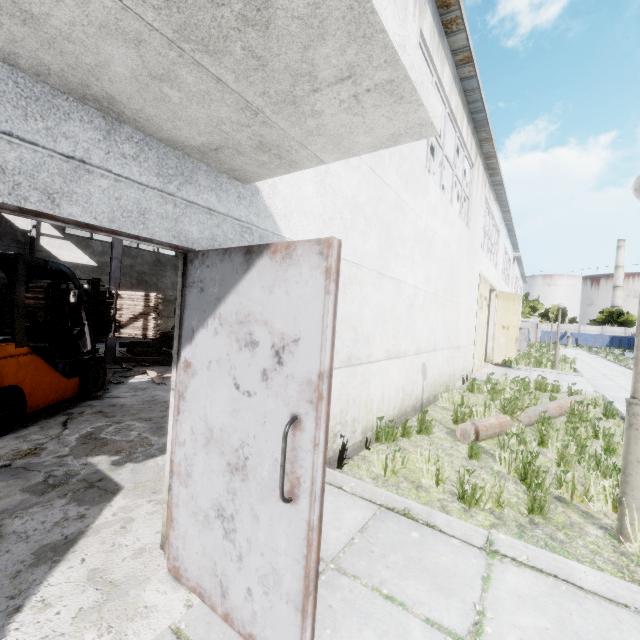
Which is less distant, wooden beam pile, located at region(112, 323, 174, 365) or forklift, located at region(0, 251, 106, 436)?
forklift, located at region(0, 251, 106, 436)

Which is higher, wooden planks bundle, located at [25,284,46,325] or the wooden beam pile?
wooden planks bundle, located at [25,284,46,325]

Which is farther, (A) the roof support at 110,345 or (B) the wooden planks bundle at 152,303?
(A) the roof support at 110,345

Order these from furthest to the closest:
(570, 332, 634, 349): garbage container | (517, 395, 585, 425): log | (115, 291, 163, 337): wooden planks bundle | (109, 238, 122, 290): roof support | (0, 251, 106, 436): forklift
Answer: (570, 332, 634, 349): garbage container, (109, 238, 122, 290): roof support, (115, 291, 163, 337): wooden planks bundle, (517, 395, 585, 425): log, (0, 251, 106, 436): forklift

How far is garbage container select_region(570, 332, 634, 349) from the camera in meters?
47.3

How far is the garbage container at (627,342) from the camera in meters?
47.3 m

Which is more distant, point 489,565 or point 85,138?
point 489,565

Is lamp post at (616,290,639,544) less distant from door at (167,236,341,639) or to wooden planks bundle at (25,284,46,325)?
door at (167,236,341,639)
